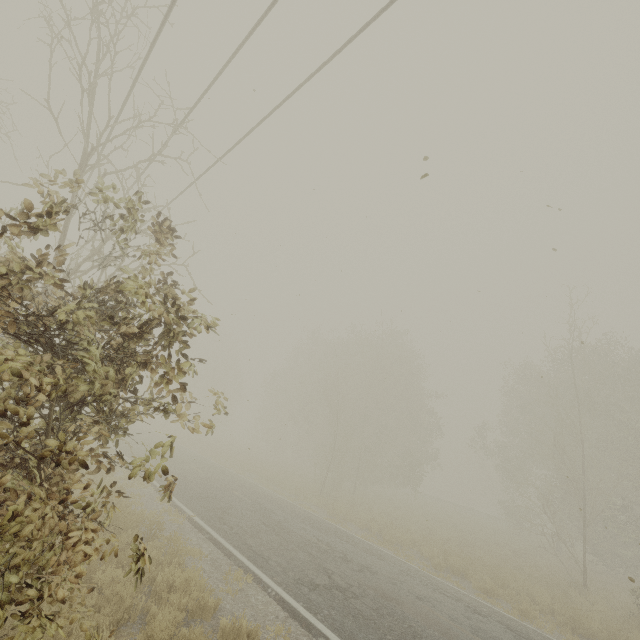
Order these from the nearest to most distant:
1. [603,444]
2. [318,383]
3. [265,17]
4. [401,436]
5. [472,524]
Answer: [265,17] → [603,444] → [401,436] → [472,524] → [318,383]
